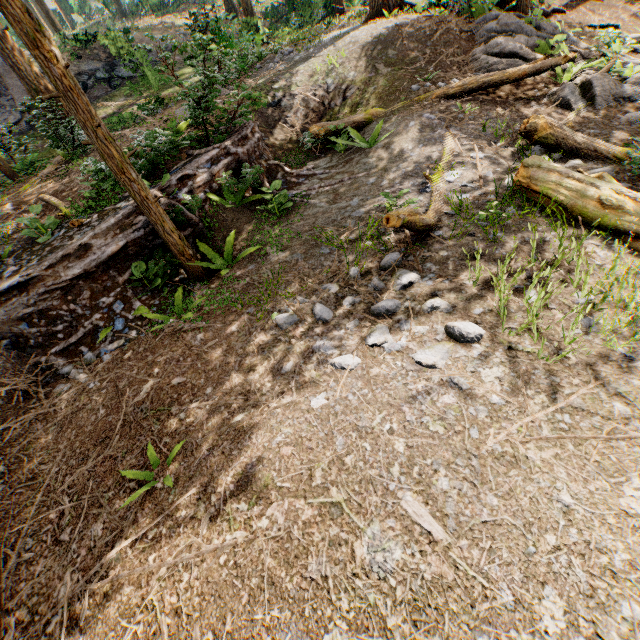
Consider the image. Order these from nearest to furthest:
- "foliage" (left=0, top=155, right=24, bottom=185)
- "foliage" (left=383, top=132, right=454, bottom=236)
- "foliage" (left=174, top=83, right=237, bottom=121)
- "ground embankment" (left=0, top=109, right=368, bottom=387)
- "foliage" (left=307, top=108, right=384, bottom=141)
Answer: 1. "foliage" (left=383, top=132, right=454, bottom=236)
2. "ground embankment" (left=0, top=109, right=368, bottom=387)
3. "foliage" (left=174, top=83, right=237, bottom=121)
4. "foliage" (left=307, top=108, right=384, bottom=141)
5. "foliage" (left=0, top=155, right=24, bottom=185)

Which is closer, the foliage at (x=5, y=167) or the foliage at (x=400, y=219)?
the foliage at (x=400, y=219)

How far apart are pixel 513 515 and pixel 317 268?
4.44m

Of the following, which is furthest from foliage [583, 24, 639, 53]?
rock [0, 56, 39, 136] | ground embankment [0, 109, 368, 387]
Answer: rock [0, 56, 39, 136]

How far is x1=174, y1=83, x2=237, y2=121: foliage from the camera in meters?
7.7

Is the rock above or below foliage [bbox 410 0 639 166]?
above

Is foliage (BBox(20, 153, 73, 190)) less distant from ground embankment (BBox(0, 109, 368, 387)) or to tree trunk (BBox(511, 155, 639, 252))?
ground embankment (BBox(0, 109, 368, 387))

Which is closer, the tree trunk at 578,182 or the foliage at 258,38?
the tree trunk at 578,182
